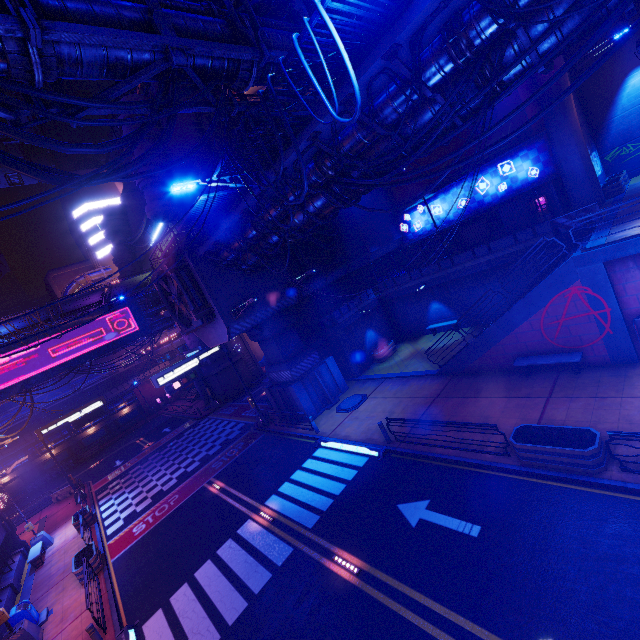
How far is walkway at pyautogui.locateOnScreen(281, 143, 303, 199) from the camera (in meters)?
10.45

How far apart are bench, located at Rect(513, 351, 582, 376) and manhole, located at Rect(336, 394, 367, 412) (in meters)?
8.55

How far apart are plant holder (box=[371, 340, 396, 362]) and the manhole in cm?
405

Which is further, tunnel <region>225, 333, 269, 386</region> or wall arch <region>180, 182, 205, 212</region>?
tunnel <region>225, 333, 269, 386</region>

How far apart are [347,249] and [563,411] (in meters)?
19.36

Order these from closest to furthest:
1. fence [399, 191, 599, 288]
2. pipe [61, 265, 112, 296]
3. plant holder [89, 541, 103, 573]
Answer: plant holder [89, 541, 103, 573] → fence [399, 191, 599, 288] → pipe [61, 265, 112, 296]

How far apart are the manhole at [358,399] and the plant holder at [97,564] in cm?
1420

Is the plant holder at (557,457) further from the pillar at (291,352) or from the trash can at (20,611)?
the trash can at (20,611)
